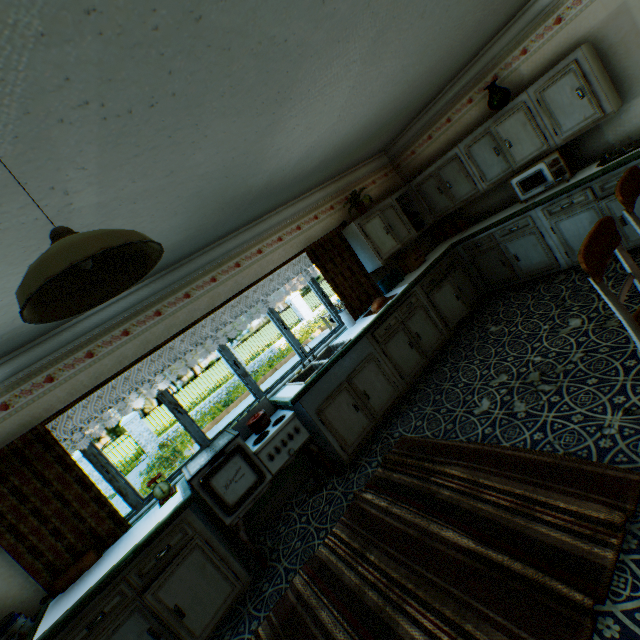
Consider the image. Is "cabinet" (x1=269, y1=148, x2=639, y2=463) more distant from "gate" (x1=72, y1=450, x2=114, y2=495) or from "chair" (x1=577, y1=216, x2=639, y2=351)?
"gate" (x1=72, y1=450, x2=114, y2=495)

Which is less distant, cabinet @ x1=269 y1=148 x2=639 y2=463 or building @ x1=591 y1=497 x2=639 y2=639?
building @ x1=591 y1=497 x2=639 y2=639

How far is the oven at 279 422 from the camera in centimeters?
316cm

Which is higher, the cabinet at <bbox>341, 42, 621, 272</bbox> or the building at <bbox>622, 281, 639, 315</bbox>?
the cabinet at <bbox>341, 42, 621, 272</bbox>

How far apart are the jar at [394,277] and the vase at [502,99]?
2.7m

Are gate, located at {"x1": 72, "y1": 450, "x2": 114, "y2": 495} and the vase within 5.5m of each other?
no

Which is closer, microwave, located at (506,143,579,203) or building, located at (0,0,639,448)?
building, located at (0,0,639,448)

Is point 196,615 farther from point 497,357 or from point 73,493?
point 497,357
